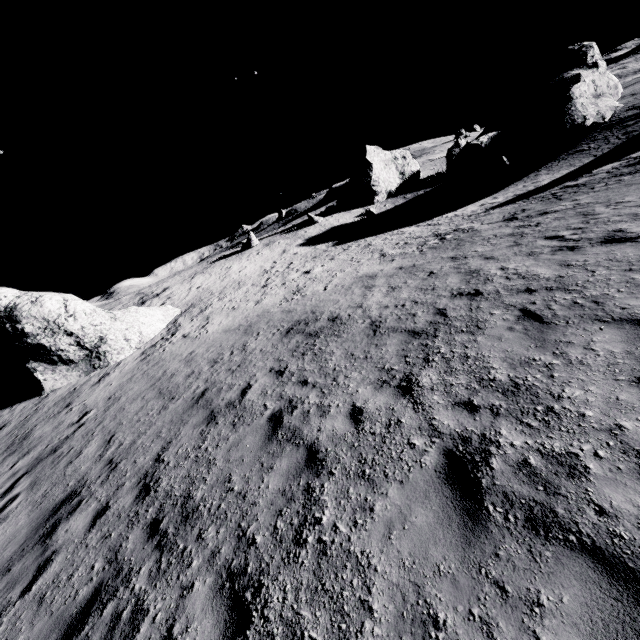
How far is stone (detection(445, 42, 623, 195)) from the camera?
27.9 meters

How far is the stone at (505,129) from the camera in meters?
27.9 m

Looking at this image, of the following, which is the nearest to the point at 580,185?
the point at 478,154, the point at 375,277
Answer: the point at 375,277

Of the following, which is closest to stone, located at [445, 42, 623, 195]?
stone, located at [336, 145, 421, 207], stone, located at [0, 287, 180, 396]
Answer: stone, located at [336, 145, 421, 207]

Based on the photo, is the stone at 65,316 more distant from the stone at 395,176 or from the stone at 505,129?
the stone at 395,176

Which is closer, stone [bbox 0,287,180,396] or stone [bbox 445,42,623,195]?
stone [bbox 0,287,180,396]

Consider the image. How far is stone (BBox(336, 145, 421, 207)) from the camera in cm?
4388
